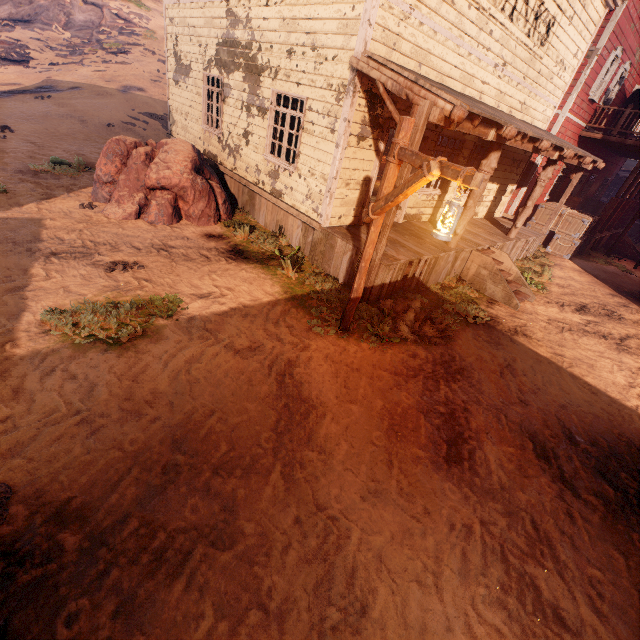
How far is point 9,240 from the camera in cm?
602

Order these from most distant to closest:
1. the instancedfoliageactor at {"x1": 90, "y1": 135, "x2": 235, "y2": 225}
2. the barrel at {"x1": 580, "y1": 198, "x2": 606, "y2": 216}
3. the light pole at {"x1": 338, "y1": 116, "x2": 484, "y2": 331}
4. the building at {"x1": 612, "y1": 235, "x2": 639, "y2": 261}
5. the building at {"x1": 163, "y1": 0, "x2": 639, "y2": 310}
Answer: the barrel at {"x1": 580, "y1": 198, "x2": 606, "y2": 216} < the building at {"x1": 612, "y1": 235, "x2": 639, "y2": 261} < the instancedfoliageactor at {"x1": 90, "y1": 135, "x2": 235, "y2": 225} < the building at {"x1": 163, "y1": 0, "x2": 639, "y2": 310} < the light pole at {"x1": 338, "y1": 116, "x2": 484, "y2": 331}

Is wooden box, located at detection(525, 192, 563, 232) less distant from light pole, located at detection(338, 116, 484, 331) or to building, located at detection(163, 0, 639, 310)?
building, located at detection(163, 0, 639, 310)

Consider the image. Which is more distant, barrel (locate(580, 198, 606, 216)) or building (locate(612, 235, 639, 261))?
barrel (locate(580, 198, 606, 216))

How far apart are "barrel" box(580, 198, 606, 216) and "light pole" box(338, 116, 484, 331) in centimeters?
2348cm

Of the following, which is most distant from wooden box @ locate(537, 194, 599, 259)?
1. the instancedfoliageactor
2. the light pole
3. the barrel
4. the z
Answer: the instancedfoliageactor

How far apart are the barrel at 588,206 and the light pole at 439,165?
23.48m

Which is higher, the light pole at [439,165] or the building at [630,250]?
the light pole at [439,165]
